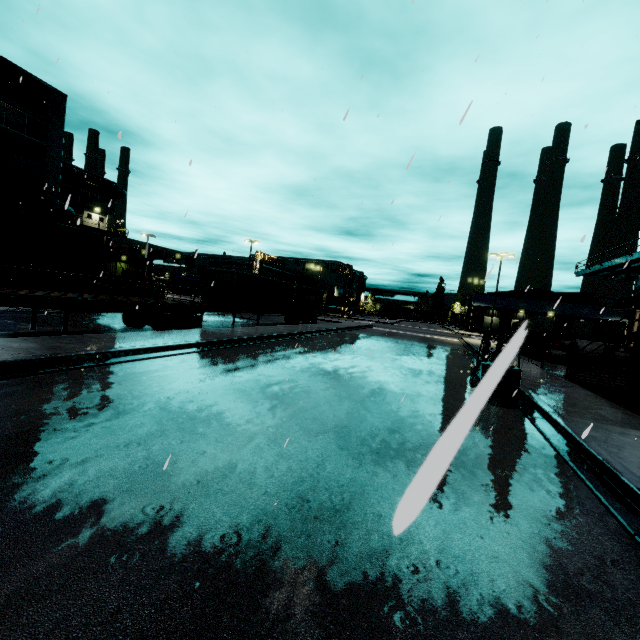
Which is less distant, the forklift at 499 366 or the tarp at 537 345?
the forklift at 499 366

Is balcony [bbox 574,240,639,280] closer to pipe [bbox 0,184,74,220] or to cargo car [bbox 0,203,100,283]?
cargo car [bbox 0,203,100,283]

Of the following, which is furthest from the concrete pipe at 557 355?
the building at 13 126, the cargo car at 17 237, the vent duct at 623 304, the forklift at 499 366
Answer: the cargo car at 17 237

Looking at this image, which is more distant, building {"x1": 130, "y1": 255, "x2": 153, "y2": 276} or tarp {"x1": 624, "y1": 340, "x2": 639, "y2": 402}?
building {"x1": 130, "y1": 255, "x2": 153, "y2": 276}

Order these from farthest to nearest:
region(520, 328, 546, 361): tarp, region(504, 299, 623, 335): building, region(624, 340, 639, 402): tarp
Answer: region(504, 299, 623, 335): building → region(520, 328, 546, 361): tarp → region(624, 340, 639, 402): tarp

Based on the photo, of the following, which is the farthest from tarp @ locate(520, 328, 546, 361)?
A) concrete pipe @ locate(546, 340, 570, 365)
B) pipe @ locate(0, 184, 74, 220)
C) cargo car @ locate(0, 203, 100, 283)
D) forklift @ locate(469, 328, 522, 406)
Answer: pipe @ locate(0, 184, 74, 220)

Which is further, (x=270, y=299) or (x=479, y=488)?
(x=270, y=299)

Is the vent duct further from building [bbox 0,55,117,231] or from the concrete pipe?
the concrete pipe
